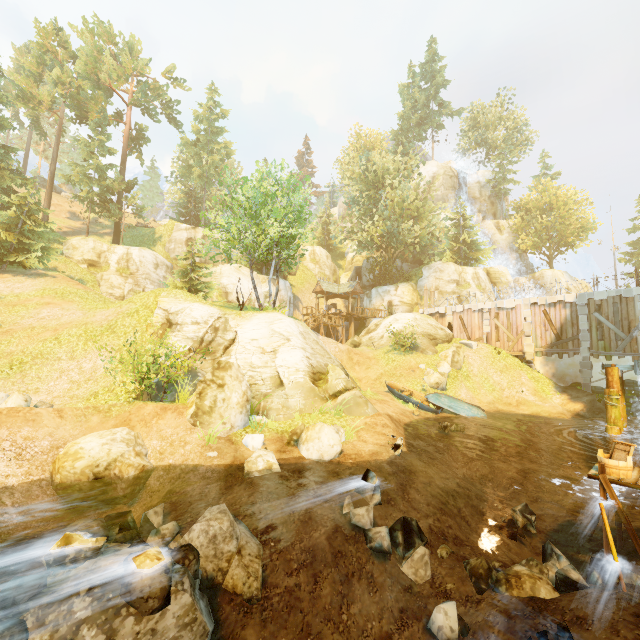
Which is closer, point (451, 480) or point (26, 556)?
point (26, 556)

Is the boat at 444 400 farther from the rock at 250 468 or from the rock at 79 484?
the rock at 79 484

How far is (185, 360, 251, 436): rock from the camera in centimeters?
1064cm

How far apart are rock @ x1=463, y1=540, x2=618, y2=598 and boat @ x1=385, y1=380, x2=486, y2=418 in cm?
1234

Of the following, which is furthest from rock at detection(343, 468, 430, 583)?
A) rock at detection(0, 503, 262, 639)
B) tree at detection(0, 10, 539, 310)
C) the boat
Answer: the boat

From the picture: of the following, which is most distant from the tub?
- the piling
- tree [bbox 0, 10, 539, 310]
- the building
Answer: the building

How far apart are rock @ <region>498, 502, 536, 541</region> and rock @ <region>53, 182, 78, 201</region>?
71.3 meters

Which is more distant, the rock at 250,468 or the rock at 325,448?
the rock at 325,448
